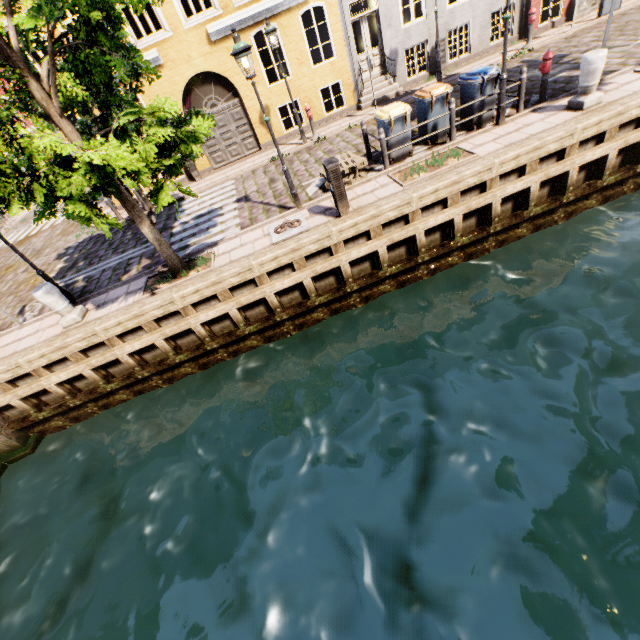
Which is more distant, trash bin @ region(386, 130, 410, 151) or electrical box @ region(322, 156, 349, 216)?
trash bin @ region(386, 130, 410, 151)

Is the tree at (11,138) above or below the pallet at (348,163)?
above

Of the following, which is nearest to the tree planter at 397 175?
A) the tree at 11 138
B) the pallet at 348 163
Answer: the pallet at 348 163

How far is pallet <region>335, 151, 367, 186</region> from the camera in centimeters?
873cm

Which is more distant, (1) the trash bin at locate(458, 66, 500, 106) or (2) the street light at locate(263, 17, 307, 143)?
(2) the street light at locate(263, 17, 307, 143)

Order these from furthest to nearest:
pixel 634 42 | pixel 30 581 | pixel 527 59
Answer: pixel 527 59, pixel 634 42, pixel 30 581

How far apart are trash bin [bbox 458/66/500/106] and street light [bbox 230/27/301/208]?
5.3m

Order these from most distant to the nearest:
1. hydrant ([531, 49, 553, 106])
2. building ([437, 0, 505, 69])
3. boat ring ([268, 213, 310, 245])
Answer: building ([437, 0, 505, 69]) → hydrant ([531, 49, 553, 106]) → boat ring ([268, 213, 310, 245])
